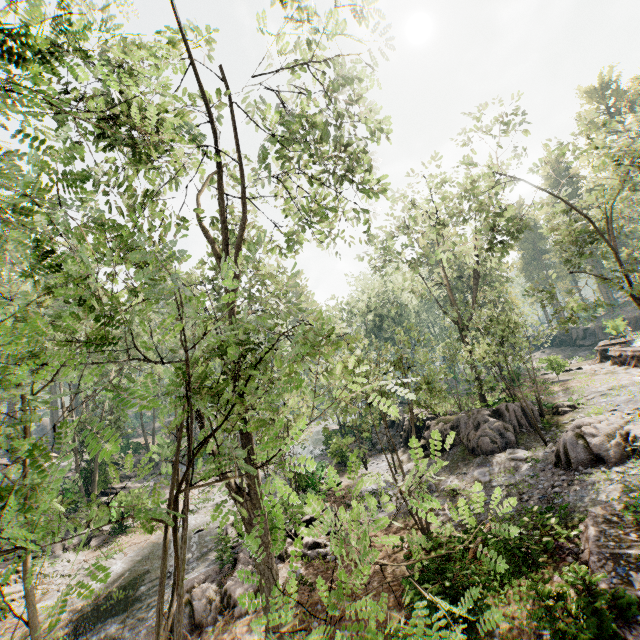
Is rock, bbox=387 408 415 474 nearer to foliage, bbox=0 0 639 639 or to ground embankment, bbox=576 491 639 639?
foliage, bbox=0 0 639 639

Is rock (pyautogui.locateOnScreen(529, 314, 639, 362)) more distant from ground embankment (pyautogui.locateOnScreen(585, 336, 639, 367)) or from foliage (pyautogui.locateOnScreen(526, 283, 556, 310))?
foliage (pyautogui.locateOnScreen(526, 283, 556, 310))

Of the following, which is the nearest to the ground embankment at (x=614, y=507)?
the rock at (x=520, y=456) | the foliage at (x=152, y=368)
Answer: the foliage at (x=152, y=368)

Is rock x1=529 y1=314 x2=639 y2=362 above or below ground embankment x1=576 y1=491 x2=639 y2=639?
above

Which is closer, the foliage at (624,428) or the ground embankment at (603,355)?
the foliage at (624,428)

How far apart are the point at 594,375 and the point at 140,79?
34.1m

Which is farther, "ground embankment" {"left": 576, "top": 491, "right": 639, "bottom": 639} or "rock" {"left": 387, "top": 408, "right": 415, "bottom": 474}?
"rock" {"left": 387, "top": 408, "right": 415, "bottom": 474}

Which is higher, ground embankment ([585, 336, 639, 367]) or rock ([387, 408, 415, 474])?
ground embankment ([585, 336, 639, 367])
